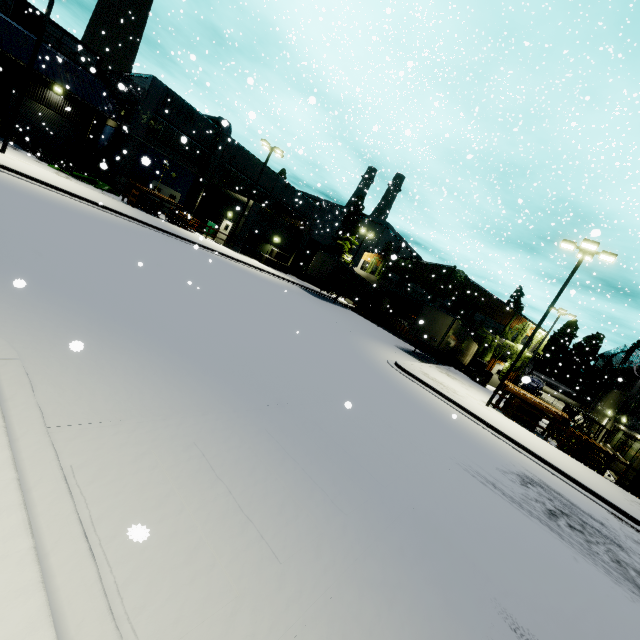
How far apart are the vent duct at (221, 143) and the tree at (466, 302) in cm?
1388

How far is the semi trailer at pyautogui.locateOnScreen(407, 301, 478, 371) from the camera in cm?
2388

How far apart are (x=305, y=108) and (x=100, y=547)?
50.76m

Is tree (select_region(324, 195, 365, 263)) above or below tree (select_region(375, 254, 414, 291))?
above

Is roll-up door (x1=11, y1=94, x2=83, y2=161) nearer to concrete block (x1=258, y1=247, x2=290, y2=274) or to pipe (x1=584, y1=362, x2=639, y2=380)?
concrete block (x1=258, y1=247, x2=290, y2=274)

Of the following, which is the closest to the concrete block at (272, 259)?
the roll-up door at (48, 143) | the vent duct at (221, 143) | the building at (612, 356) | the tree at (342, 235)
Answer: the vent duct at (221, 143)

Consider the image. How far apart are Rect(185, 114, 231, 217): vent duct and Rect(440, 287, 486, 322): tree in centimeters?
1388cm

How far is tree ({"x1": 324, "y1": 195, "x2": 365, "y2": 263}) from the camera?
45.38m
